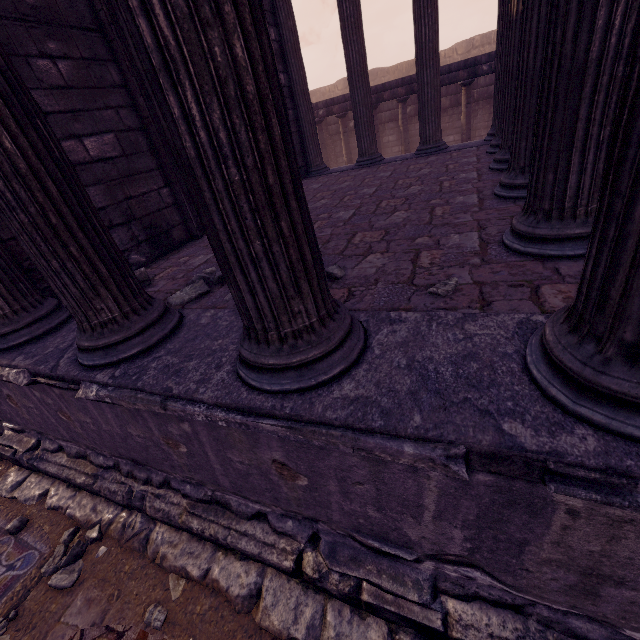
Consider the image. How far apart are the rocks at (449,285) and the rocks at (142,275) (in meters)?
2.95

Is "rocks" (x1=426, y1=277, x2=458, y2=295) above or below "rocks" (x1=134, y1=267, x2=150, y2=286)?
below

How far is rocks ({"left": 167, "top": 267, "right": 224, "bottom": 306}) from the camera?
2.8m

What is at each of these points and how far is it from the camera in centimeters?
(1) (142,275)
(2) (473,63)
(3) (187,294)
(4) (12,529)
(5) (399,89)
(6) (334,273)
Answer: (1) rocks, 343cm
(2) entablature, 998cm
(3) rocks, 283cm
(4) stone, 292cm
(5) entablature, 1104cm
(6) rocks, 252cm

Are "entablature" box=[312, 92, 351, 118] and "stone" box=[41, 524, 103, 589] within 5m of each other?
no

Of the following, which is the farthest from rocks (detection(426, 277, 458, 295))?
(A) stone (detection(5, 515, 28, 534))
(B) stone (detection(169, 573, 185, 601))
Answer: (A) stone (detection(5, 515, 28, 534))

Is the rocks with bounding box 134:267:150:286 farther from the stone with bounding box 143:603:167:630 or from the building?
the stone with bounding box 143:603:167:630

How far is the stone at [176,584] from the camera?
2.31m
